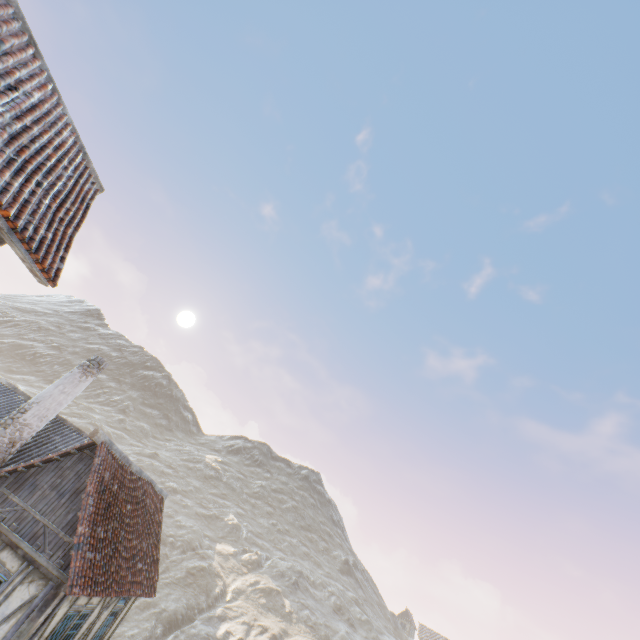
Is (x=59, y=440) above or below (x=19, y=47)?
below

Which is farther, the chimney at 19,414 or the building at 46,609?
the chimney at 19,414

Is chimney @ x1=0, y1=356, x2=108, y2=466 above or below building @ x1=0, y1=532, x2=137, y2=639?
above

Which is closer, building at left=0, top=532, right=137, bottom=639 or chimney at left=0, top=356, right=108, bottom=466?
building at left=0, top=532, right=137, bottom=639

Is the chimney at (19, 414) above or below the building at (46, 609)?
above
